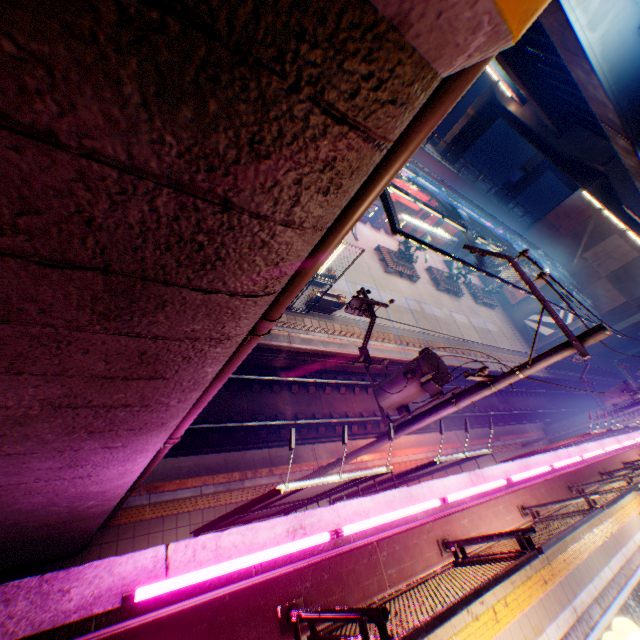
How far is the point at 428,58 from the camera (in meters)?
0.85

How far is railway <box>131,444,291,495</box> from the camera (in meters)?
9.12

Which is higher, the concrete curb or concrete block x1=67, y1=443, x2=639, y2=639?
concrete block x1=67, y1=443, x2=639, y2=639

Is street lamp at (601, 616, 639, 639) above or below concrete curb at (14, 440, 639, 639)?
above

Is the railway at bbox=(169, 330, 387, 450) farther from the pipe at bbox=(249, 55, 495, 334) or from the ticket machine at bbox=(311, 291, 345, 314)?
the ticket machine at bbox=(311, 291, 345, 314)

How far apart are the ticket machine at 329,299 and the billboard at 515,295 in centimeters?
2769cm

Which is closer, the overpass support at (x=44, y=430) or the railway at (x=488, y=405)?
the overpass support at (x=44, y=430)

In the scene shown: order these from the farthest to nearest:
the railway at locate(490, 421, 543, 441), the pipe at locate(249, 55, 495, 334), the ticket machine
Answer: the railway at locate(490, 421, 543, 441) → the ticket machine → the pipe at locate(249, 55, 495, 334)
